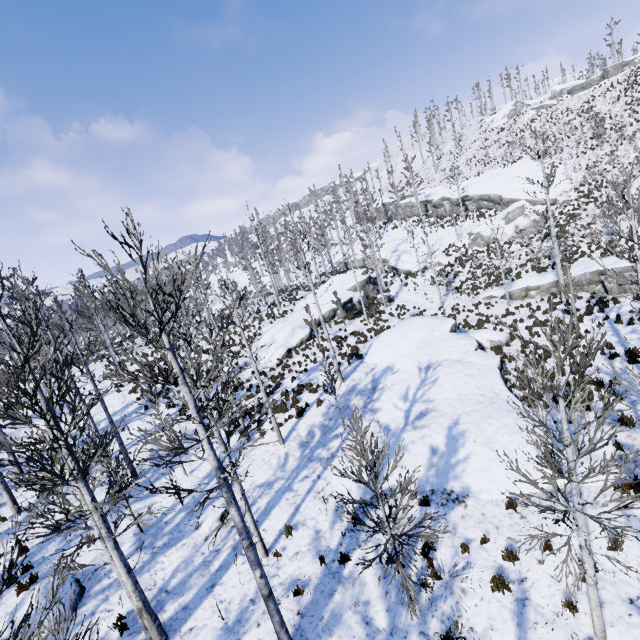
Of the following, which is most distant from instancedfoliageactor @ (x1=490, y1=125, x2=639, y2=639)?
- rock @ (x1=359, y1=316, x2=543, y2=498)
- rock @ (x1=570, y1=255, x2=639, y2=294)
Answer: rock @ (x1=570, y1=255, x2=639, y2=294)

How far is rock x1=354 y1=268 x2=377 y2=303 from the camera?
34.3 meters

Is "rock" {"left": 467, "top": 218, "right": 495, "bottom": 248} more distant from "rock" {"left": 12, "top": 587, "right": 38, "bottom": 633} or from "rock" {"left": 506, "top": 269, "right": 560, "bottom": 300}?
"rock" {"left": 12, "top": 587, "right": 38, "bottom": 633}

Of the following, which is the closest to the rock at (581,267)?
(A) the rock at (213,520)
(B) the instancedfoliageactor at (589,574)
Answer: (B) the instancedfoliageactor at (589,574)

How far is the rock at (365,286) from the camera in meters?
34.3 m

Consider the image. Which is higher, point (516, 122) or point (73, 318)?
point (516, 122)

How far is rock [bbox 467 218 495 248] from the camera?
35.2 meters

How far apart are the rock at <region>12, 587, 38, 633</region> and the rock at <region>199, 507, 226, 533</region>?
3.37m
